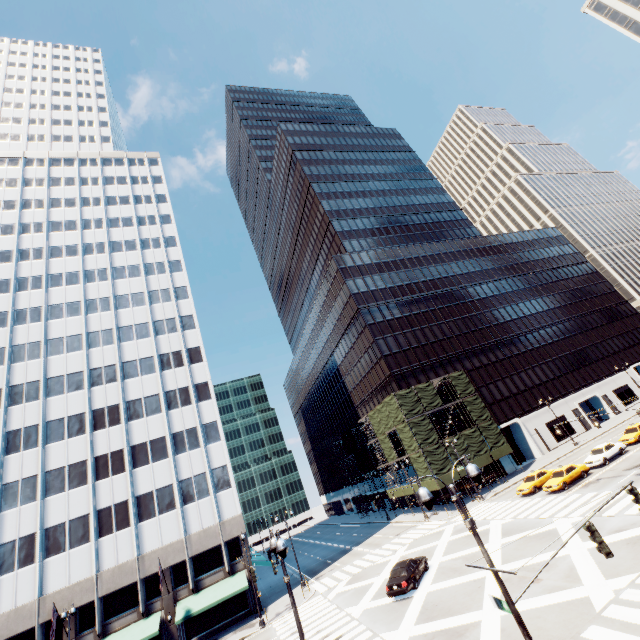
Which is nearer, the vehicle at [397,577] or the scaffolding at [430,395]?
the vehicle at [397,577]

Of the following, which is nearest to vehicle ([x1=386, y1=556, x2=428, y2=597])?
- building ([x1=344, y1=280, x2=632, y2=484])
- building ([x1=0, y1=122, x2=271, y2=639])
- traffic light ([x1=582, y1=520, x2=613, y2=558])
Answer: building ([x1=0, y1=122, x2=271, y2=639])

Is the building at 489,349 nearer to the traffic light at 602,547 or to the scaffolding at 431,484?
the scaffolding at 431,484

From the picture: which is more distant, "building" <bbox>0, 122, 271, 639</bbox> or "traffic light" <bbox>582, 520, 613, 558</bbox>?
"building" <bbox>0, 122, 271, 639</bbox>

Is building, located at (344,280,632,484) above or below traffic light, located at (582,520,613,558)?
below

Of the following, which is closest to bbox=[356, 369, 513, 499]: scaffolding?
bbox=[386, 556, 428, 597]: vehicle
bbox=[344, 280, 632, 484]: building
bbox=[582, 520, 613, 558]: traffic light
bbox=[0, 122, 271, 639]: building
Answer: bbox=[344, 280, 632, 484]: building

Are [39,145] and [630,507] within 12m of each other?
no
